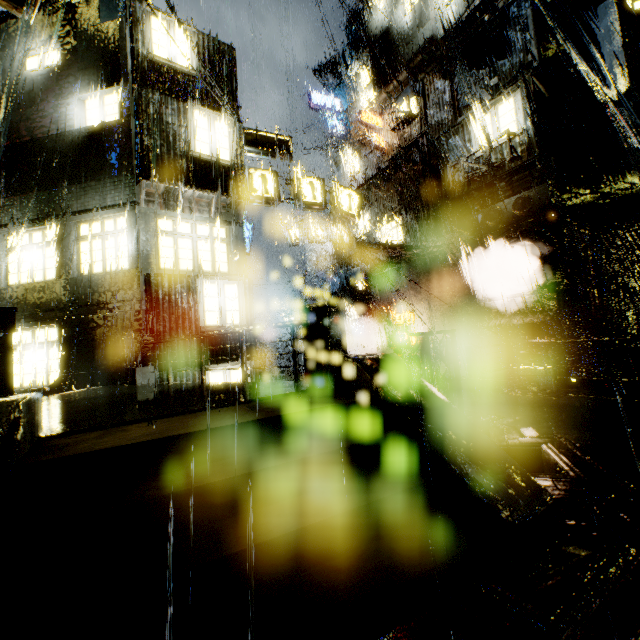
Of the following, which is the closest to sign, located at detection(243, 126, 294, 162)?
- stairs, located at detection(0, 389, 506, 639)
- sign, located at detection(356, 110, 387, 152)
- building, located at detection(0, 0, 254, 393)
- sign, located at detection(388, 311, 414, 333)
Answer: building, located at detection(0, 0, 254, 393)

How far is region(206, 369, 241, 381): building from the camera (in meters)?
10.84

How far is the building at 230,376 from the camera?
10.8m

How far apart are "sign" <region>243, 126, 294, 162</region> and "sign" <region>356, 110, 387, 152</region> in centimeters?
836cm

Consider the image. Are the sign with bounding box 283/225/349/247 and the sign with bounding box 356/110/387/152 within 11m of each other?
yes

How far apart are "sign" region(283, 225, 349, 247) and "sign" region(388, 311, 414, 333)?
9.1m

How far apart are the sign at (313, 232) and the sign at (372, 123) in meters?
6.7

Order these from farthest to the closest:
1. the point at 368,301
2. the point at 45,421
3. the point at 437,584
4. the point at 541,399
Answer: the point at 368,301, the point at 541,399, the point at 45,421, the point at 437,584
